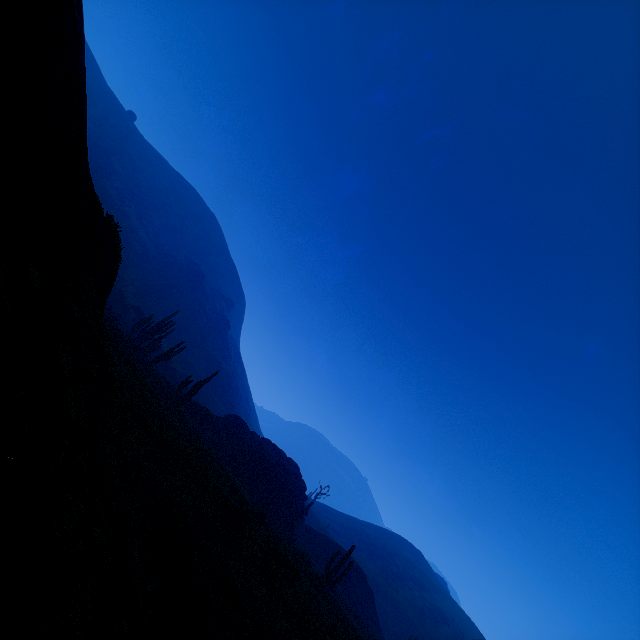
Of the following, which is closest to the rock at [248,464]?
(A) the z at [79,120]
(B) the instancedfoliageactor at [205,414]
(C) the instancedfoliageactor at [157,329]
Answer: (B) the instancedfoliageactor at [205,414]

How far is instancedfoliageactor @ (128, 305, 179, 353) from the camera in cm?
3142

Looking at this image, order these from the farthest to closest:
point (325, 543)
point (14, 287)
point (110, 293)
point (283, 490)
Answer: point (110, 293) → point (325, 543) → point (283, 490) → point (14, 287)

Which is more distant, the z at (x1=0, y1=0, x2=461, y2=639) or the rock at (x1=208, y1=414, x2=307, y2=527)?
the rock at (x1=208, y1=414, x2=307, y2=527)

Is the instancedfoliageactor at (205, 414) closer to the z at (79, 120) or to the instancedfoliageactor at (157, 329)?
the z at (79, 120)

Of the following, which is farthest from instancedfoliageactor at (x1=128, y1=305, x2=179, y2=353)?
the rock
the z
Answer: the rock

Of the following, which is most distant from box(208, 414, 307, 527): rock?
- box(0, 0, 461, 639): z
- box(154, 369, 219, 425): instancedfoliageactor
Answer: box(0, 0, 461, 639): z
